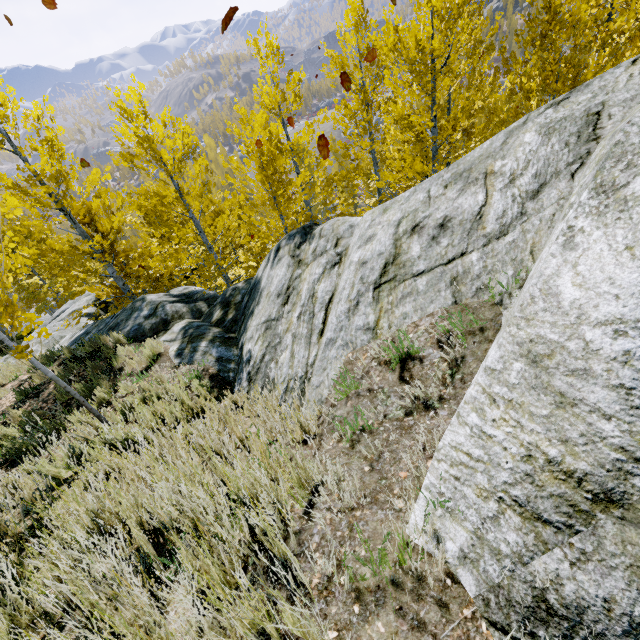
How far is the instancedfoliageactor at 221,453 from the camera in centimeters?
230cm

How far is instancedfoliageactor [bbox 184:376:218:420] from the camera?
4.2 meters

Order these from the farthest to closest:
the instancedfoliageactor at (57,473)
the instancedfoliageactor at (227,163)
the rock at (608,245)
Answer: the instancedfoliageactor at (227,163) < the instancedfoliageactor at (57,473) < the rock at (608,245)

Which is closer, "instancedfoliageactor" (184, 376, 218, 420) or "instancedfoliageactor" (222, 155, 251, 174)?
"instancedfoliageactor" (184, 376, 218, 420)

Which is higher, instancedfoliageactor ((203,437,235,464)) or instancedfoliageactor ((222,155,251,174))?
instancedfoliageactor ((222,155,251,174))

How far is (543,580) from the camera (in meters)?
1.12
